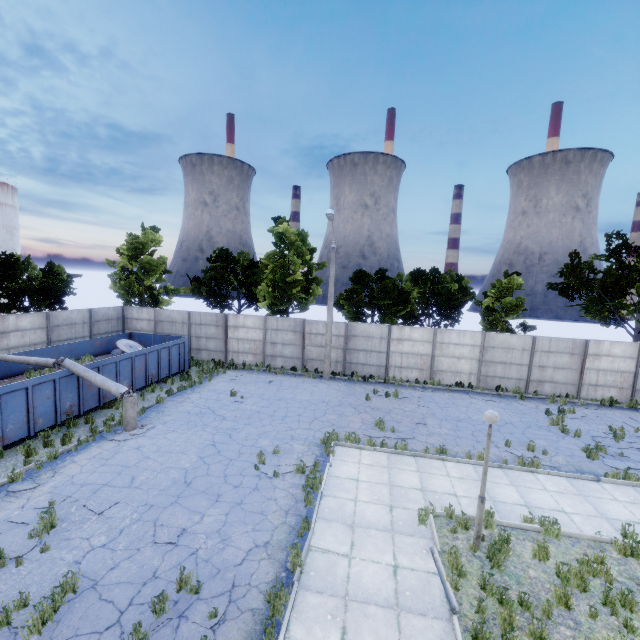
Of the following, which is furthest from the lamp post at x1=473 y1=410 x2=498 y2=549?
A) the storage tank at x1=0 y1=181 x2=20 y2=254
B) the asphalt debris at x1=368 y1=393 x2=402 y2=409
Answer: the storage tank at x1=0 y1=181 x2=20 y2=254

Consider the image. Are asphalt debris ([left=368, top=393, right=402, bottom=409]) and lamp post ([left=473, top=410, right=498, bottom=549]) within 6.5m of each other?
no

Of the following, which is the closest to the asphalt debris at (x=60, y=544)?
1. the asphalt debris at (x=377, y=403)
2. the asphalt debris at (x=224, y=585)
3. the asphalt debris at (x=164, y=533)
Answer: the asphalt debris at (x=164, y=533)

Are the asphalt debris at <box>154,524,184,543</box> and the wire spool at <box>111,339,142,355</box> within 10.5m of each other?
no

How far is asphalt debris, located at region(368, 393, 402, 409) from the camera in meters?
16.6 m

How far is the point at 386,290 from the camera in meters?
24.1

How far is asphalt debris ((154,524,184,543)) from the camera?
7.5m

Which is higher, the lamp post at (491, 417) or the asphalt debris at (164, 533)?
the lamp post at (491, 417)
